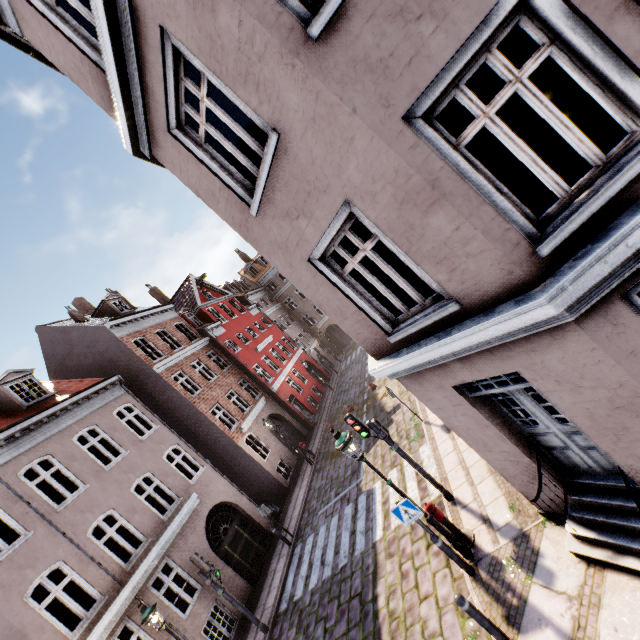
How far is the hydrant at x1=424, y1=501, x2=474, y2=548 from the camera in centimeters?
697cm

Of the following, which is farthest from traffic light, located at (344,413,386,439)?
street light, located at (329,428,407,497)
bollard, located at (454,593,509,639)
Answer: bollard, located at (454,593,509,639)

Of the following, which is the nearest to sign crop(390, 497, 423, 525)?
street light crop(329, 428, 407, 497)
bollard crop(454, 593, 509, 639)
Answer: street light crop(329, 428, 407, 497)

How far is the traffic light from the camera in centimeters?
815cm

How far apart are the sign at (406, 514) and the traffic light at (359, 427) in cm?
167

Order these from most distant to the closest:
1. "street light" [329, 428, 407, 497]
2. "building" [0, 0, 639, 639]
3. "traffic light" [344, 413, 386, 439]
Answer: "traffic light" [344, 413, 386, 439], "street light" [329, 428, 407, 497], "building" [0, 0, 639, 639]

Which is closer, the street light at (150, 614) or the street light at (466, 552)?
the street light at (466, 552)

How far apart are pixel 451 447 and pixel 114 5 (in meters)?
11.73
